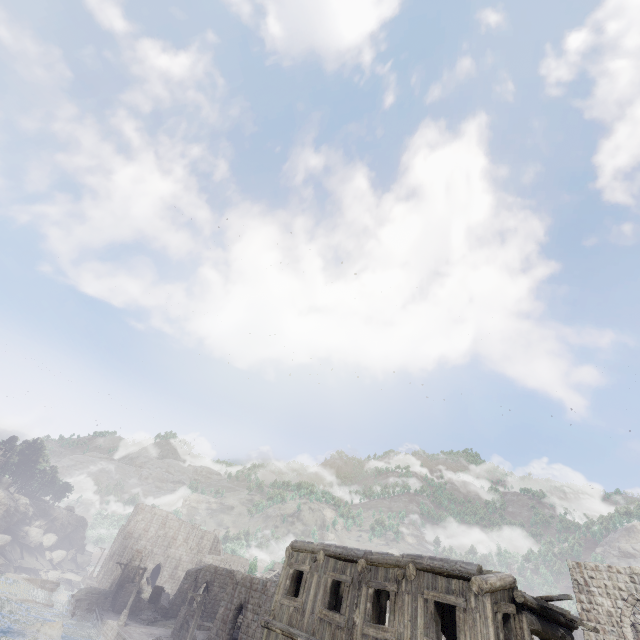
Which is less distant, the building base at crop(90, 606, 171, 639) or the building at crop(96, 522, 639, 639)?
the building at crop(96, 522, 639, 639)

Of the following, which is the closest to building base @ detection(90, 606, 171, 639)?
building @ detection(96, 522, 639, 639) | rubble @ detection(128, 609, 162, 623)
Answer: rubble @ detection(128, 609, 162, 623)

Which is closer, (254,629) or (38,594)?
(254,629)

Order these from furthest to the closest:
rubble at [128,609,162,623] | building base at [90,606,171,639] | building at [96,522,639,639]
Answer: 1. rubble at [128,609,162,623]
2. building base at [90,606,171,639]
3. building at [96,522,639,639]

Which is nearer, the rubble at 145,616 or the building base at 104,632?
the building base at 104,632

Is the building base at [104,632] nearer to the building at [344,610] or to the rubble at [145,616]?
the rubble at [145,616]

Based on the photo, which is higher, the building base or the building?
the building

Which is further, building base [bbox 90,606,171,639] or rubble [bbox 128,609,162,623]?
rubble [bbox 128,609,162,623]
